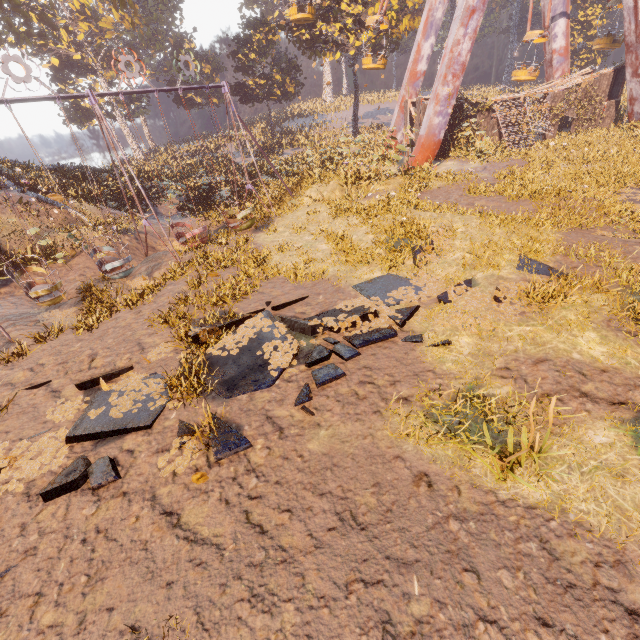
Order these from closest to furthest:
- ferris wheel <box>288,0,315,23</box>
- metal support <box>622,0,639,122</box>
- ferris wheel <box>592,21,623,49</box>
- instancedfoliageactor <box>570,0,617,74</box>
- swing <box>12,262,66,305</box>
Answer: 1. swing <box>12,262,66,305</box>
2. metal support <box>622,0,639,122</box>
3. ferris wheel <box>288,0,315,23</box>
4. ferris wheel <box>592,21,623,49</box>
5. instancedfoliageactor <box>570,0,617,74</box>

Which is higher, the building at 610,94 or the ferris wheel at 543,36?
the ferris wheel at 543,36

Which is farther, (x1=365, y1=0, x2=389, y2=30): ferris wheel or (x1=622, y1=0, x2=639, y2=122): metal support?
(x1=365, y1=0, x2=389, y2=30): ferris wheel

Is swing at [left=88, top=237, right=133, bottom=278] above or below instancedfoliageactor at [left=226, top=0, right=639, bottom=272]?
below

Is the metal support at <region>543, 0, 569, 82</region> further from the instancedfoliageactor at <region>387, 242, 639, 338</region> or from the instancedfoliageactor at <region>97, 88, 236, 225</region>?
the instancedfoliageactor at <region>97, 88, 236, 225</region>

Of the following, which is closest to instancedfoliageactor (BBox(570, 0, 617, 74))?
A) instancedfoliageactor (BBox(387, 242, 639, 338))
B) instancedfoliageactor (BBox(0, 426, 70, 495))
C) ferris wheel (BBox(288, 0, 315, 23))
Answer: ferris wheel (BBox(288, 0, 315, 23))

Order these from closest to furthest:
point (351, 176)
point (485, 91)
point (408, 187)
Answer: point (408, 187), point (351, 176), point (485, 91)

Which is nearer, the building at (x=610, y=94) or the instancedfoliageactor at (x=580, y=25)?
the building at (x=610, y=94)
